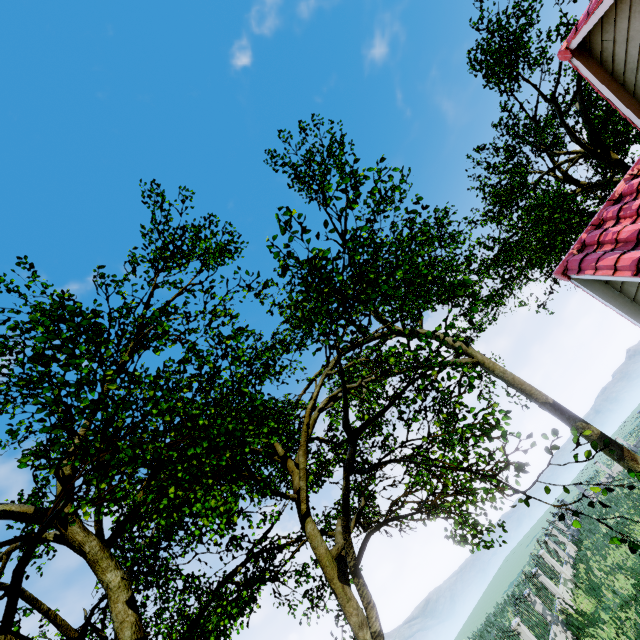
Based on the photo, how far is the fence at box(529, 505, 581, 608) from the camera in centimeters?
1802cm

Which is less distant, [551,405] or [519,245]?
[551,405]

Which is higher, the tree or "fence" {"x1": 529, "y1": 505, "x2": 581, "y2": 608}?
the tree

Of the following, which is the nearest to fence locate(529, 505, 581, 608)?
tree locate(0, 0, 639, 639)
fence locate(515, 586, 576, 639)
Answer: fence locate(515, 586, 576, 639)

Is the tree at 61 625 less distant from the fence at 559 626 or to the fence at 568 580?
the fence at 559 626

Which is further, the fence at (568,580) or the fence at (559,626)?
the fence at (568,580)

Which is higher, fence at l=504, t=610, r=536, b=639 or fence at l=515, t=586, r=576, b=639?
fence at l=504, t=610, r=536, b=639

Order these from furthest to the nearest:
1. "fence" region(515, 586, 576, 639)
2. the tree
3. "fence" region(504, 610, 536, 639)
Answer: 1. "fence" region(515, 586, 576, 639)
2. "fence" region(504, 610, 536, 639)
3. the tree
